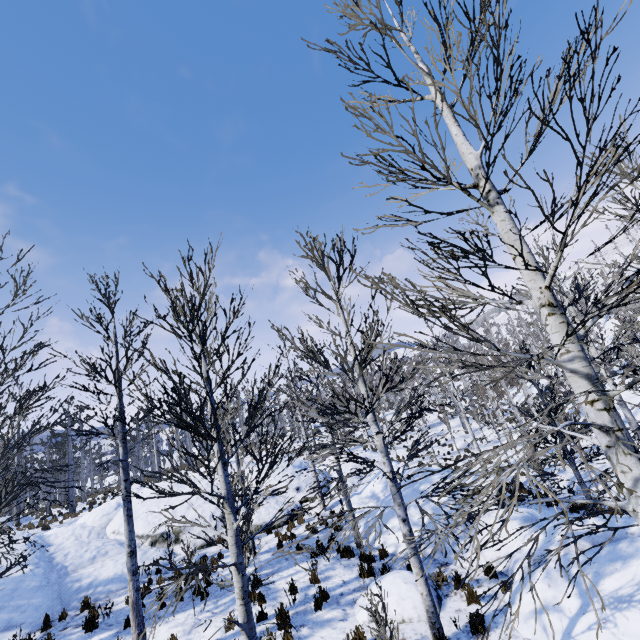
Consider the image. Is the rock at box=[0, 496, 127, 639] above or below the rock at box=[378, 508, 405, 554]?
above

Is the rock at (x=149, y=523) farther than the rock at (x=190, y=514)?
No

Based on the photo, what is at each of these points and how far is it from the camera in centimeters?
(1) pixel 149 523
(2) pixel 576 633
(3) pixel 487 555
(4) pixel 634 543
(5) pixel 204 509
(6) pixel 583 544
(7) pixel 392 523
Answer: (1) rock, 1442cm
(2) rock, 557cm
(3) rock, 909cm
(4) rock, 661cm
(5) rock, 1510cm
(6) rock, 746cm
(7) rock, 1137cm

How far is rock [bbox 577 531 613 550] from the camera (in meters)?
7.28

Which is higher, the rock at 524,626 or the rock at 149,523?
the rock at 149,523

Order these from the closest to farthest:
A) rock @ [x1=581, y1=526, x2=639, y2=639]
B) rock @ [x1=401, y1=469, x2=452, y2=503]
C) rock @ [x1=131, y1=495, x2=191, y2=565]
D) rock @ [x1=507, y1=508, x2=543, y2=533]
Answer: rock @ [x1=581, y1=526, x2=639, y2=639] → rock @ [x1=507, y1=508, x2=543, y2=533] → rock @ [x1=401, y1=469, x2=452, y2=503] → rock @ [x1=131, y1=495, x2=191, y2=565]
